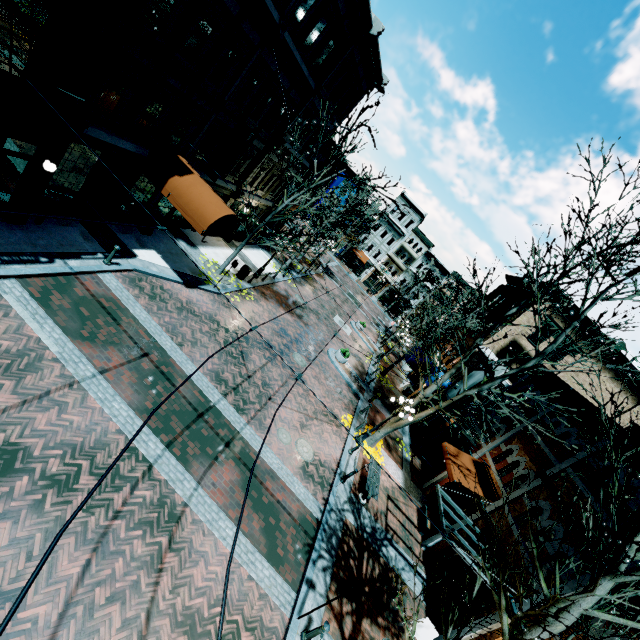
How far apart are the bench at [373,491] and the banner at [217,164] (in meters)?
15.08

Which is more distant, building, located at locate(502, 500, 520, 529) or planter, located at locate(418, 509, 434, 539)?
planter, located at locate(418, 509, 434, 539)

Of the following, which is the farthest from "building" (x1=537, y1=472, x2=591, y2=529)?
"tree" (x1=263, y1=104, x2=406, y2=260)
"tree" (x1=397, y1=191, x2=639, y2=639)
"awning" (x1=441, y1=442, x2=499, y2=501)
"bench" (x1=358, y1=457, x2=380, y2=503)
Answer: "bench" (x1=358, y1=457, x2=380, y2=503)

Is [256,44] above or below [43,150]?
above

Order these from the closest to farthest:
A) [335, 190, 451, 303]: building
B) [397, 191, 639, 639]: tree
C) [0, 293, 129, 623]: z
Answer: [397, 191, 639, 639]: tree → [0, 293, 129, 623]: z → [335, 190, 451, 303]: building

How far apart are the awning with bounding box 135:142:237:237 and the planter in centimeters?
1597cm

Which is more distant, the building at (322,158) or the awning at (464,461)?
the building at (322,158)

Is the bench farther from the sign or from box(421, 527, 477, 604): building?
the sign
